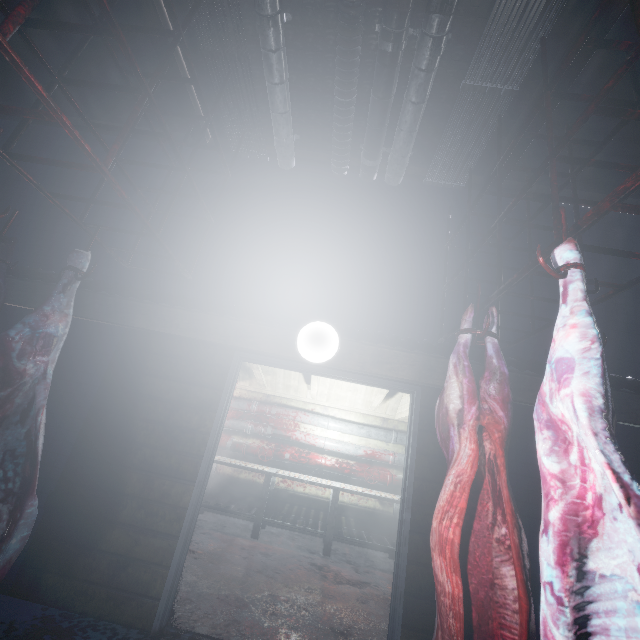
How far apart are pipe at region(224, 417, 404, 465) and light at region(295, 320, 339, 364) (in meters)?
3.45

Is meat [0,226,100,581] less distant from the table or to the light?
the light

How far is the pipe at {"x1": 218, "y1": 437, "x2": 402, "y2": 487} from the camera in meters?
5.2 m

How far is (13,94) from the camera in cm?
359

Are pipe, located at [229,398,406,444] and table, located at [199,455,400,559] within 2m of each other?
yes

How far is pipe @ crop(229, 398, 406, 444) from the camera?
5.4m

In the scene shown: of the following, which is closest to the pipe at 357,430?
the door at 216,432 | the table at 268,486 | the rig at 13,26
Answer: the table at 268,486

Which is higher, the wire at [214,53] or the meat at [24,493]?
the wire at [214,53]
